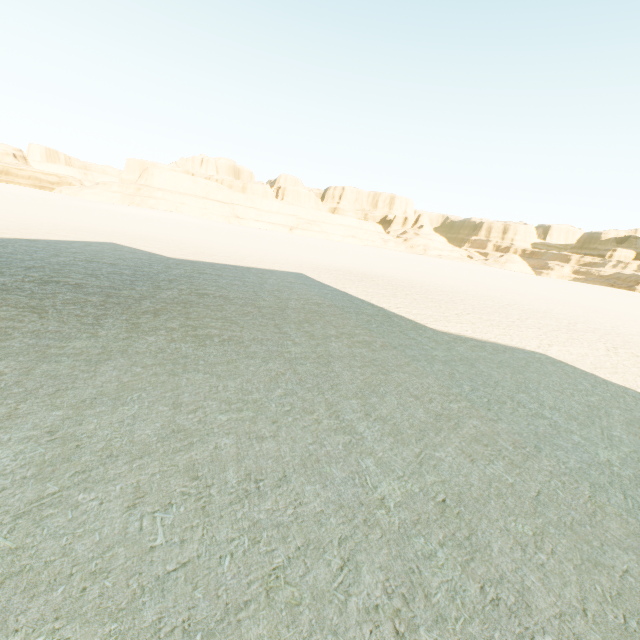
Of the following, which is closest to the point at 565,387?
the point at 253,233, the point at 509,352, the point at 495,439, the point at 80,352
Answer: the point at 509,352
